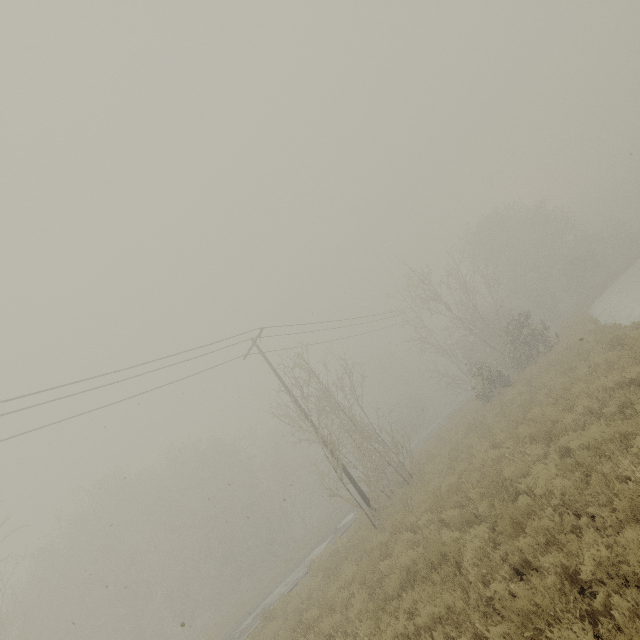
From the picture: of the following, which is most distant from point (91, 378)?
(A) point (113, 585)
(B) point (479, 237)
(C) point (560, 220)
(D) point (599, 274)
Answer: (C) point (560, 220)
